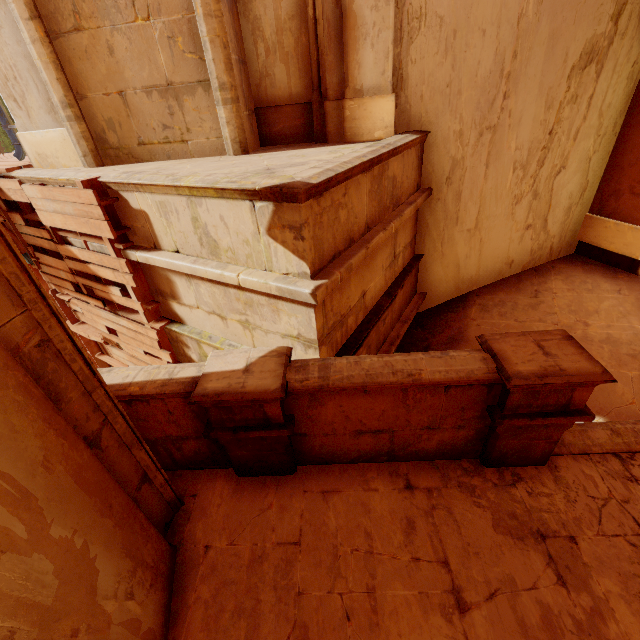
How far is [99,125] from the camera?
4.9m

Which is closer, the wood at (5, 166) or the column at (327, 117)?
the column at (327, 117)

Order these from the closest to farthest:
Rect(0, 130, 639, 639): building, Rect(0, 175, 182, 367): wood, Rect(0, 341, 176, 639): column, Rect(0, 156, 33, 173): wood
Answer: Rect(0, 341, 176, 639): column < Rect(0, 130, 639, 639): building < Rect(0, 175, 182, 367): wood < Rect(0, 156, 33, 173): wood

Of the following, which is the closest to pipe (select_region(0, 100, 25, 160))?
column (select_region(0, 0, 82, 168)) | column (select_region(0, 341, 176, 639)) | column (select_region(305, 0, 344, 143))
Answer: column (select_region(0, 0, 82, 168))

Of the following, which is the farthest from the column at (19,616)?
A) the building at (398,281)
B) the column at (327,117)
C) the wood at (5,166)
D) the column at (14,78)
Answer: the column at (14,78)

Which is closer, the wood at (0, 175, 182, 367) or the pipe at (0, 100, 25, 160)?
the wood at (0, 175, 182, 367)

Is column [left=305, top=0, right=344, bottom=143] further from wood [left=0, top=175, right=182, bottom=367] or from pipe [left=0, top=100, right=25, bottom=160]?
pipe [left=0, top=100, right=25, bottom=160]

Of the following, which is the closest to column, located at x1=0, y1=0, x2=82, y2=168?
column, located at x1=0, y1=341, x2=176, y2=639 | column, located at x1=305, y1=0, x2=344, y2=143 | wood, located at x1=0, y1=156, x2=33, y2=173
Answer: wood, located at x1=0, y1=156, x2=33, y2=173
